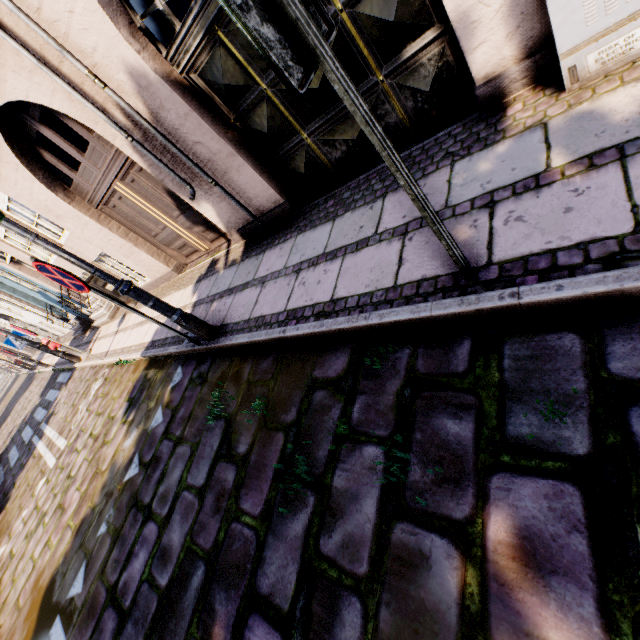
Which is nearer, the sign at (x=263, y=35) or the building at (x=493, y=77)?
the sign at (x=263, y=35)

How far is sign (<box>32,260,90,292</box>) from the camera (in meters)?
3.19

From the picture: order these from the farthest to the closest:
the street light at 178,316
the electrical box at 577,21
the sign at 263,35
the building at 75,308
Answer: the building at 75,308, the street light at 178,316, the electrical box at 577,21, the sign at 263,35

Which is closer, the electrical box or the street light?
the electrical box

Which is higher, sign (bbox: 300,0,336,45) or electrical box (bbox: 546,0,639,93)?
sign (bbox: 300,0,336,45)

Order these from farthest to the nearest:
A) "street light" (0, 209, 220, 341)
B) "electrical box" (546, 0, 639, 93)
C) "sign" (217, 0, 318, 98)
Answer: "street light" (0, 209, 220, 341), "electrical box" (546, 0, 639, 93), "sign" (217, 0, 318, 98)

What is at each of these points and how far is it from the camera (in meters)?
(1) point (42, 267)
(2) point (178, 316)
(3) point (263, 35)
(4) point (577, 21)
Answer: (1) sign, 3.27
(2) street light, 3.83
(3) sign, 1.04
(4) electrical box, 1.92

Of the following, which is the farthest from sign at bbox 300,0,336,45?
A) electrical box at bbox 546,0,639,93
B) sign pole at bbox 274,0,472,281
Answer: electrical box at bbox 546,0,639,93
